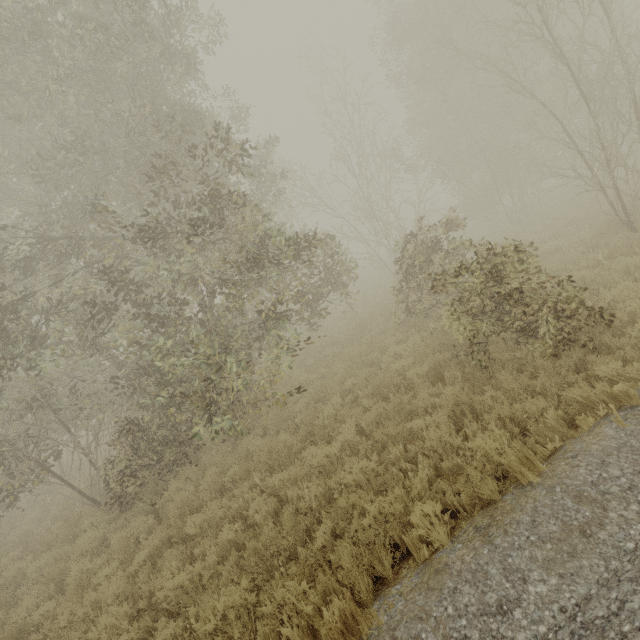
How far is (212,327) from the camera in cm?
1102
